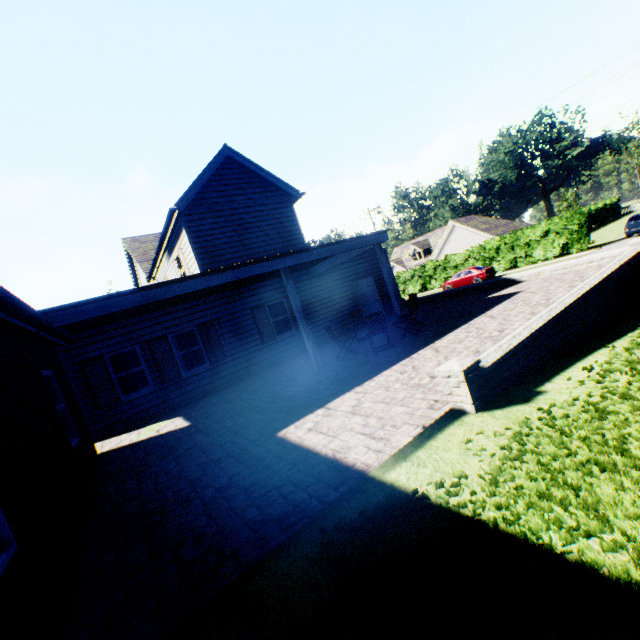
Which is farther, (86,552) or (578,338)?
(578,338)

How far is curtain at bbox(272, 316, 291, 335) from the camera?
14.2m

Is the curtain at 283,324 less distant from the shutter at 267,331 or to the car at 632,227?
the shutter at 267,331

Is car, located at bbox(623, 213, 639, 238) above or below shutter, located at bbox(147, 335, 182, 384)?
below

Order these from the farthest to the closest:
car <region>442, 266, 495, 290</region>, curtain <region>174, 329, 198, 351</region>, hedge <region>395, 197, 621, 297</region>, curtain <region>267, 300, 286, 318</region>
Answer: car <region>442, 266, 495, 290</region> < hedge <region>395, 197, 621, 297</region> < curtain <region>267, 300, 286, 318</region> < curtain <region>174, 329, 198, 351</region>

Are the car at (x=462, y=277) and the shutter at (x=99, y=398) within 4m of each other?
no

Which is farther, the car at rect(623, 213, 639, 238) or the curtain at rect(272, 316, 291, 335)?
the car at rect(623, 213, 639, 238)

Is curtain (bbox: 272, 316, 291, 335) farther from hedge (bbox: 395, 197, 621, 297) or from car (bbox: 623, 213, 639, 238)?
car (bbox: 623, 213, 639, 238)
